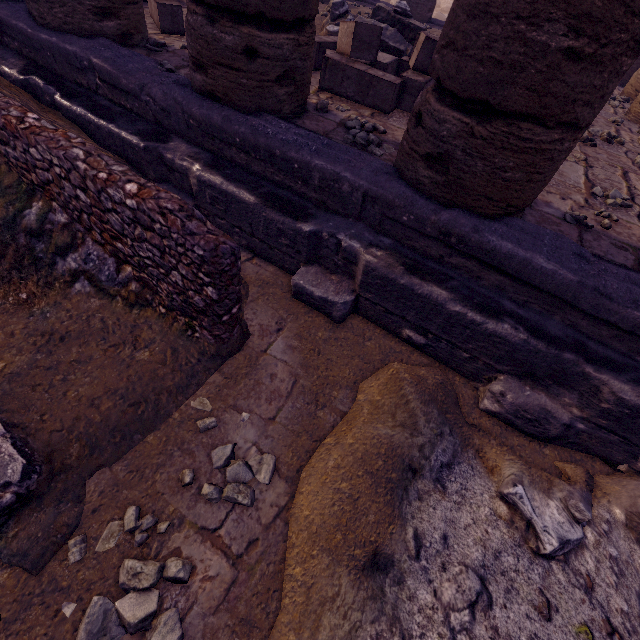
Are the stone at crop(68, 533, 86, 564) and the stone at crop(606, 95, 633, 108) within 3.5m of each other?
no

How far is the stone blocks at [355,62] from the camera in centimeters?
330cm

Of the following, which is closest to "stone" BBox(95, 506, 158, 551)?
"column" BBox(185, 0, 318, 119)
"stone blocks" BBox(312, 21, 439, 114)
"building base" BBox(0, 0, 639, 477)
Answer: "building base" BBox(0, 0, 639, 477)

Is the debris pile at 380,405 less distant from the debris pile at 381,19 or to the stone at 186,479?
the stone at 186,479

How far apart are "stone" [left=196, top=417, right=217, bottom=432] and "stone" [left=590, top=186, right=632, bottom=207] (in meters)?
3.98

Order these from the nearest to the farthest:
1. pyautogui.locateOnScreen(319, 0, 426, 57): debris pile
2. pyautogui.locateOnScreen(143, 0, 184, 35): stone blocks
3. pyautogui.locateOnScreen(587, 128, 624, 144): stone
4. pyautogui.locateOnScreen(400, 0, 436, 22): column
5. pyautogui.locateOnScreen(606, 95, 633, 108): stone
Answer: pyautogui.locateOnScreen(143, 0, 184, 35): stone blocks → pyautogui.locateOnScreen(587, 128, 624, 144): stone → pyautogui.locateOnScreen(319, 0, 426, 57): debris pile → pyautogui.locateOnScreen(606, 95, 633, 108): stone → pyautogui.locateOnScreen(400, 0, 436, 22): column

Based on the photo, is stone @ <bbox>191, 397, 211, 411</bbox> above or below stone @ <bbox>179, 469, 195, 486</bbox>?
below

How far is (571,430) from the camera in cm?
224
